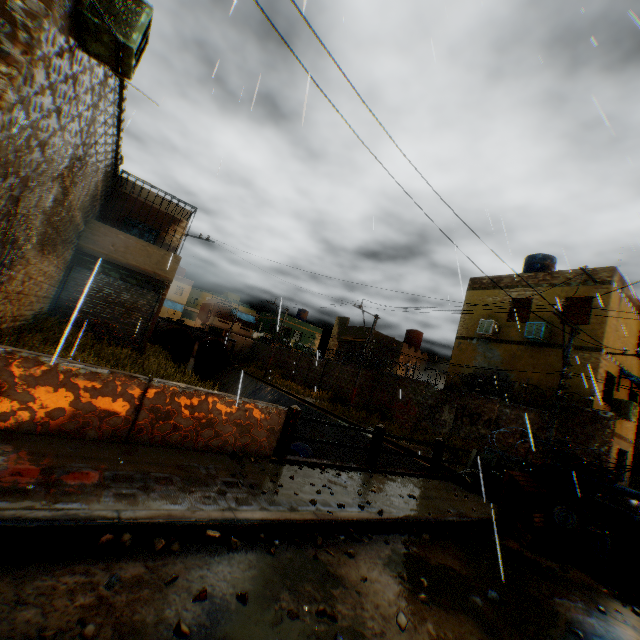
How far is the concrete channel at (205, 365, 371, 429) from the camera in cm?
1934

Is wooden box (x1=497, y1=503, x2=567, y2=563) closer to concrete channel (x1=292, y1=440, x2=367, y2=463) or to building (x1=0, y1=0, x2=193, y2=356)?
concrete channel (x1=292, y1=440, x2=367, y2=463)

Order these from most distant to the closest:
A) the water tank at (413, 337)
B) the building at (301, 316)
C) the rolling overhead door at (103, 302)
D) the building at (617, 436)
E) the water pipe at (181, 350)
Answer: the building at (301, 316) < the water pipe at (181, 350) < the water tank at (413, 337) < the building at (617, 436) < the rolling overhead door at (103, 302)

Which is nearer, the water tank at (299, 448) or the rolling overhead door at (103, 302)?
the rolling overhead door at (103, 302)

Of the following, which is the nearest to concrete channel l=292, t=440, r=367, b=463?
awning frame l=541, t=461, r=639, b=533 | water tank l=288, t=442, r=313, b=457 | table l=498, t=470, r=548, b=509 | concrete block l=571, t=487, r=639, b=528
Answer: water tank l=288, t=442, r=313, b=457

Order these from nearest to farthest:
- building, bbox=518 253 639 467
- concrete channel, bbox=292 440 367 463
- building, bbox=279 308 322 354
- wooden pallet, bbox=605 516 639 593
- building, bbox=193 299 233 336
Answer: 1. wooden pallet, bbox=605 516 639 593
2. building, bbox=518 253 639 467
3. concrete channel, bbox=292 440 367 463
4. building, bbox=279 308 322 354
5. building, bbox=193 299 233 336

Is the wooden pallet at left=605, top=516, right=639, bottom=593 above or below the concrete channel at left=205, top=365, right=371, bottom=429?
above

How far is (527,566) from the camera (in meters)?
4.93
